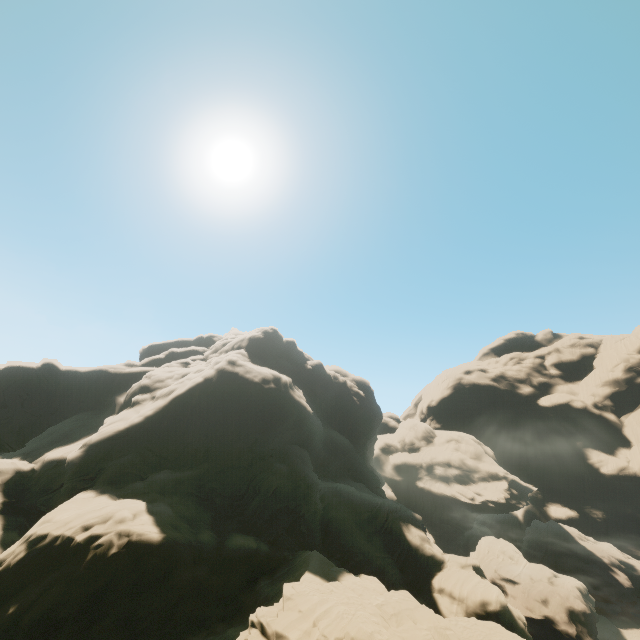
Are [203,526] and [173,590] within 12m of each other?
yes
